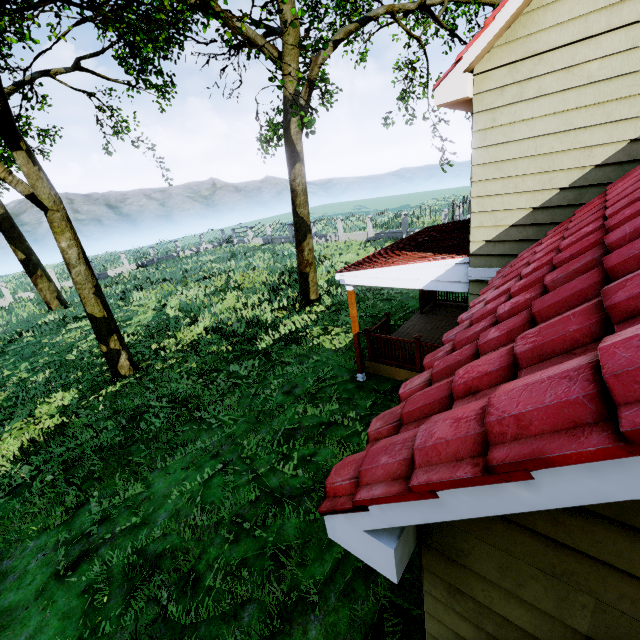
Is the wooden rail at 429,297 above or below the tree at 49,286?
below

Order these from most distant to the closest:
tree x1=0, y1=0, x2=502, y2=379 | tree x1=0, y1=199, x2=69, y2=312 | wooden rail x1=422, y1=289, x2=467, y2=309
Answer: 1. tree x1=0, y1=199, x2=69, y2=312
2. wooden rail x1=422, y1=289, x2=467, y2=309
3. tree x1=0, y1=0, x2=502, y2=379

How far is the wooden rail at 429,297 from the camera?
11.74m

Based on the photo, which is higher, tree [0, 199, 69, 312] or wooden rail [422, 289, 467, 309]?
tree [0, 199, 69, 312]

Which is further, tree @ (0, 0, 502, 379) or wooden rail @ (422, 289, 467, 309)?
wooden rail @ (422, 289, 467, 309)

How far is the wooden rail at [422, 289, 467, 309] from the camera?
11.7 meters

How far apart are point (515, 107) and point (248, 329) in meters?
11.4 m
